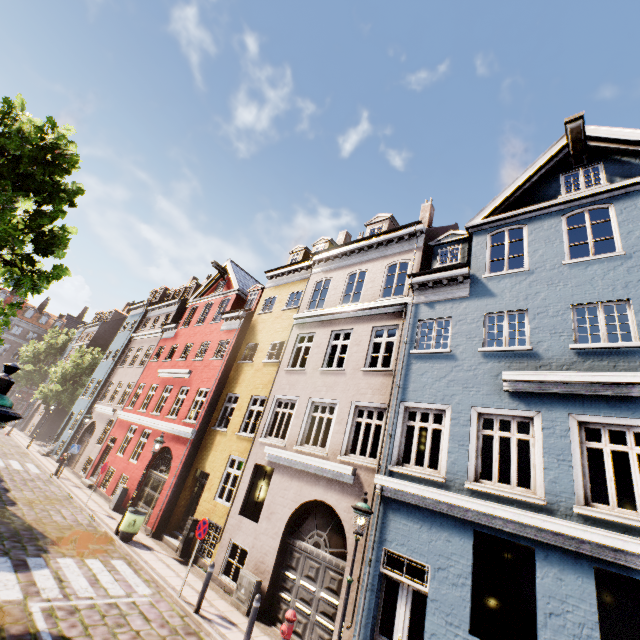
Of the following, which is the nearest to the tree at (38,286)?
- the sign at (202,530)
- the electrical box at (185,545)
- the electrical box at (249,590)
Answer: the sign at (202,530)

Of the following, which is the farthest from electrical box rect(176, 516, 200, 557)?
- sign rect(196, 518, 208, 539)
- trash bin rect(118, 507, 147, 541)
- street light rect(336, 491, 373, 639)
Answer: street light rect(336, 491, 373, 639)

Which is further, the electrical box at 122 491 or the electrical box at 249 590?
the electrical box at 122 491

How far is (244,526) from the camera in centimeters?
1116cm

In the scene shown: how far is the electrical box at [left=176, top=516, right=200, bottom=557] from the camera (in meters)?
12.16

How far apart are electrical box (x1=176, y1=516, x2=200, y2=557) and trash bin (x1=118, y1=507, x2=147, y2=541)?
1.6 meters

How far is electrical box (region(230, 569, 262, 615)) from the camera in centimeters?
924cm

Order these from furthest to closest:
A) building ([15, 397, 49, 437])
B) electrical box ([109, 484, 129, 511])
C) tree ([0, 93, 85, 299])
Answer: building ([15, 397, 49, 437]), electrical box ([109, 484, 129, 511]), tree ([0, 93, 85, 299])
